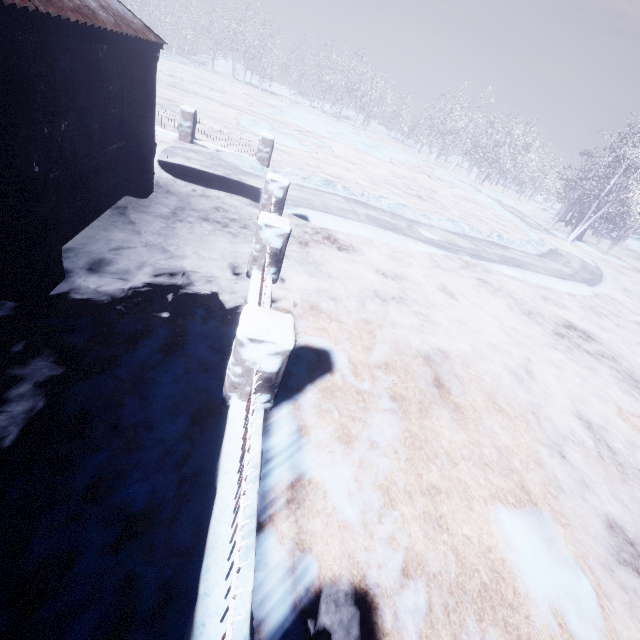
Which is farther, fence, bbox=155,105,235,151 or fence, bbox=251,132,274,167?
fence, bbox=251,132,274,167

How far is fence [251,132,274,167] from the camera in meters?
10.1 m

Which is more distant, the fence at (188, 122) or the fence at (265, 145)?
the fence at (265, 145)

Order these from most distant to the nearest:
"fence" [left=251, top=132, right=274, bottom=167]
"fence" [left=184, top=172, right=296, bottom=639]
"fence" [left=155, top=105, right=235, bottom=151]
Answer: "fence" [left=251, top=132, right=274, bottom=167] < "fence" [left=155, top=105, right=235, bottom=151] < "fence" [left=184, top=172, right=296, bottom=639]

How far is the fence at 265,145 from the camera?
10.14m

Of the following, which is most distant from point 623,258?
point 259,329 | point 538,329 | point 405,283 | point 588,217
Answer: point 259,329

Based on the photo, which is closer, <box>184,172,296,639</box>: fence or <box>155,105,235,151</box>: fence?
<box>184,172,296,639</box>: fence
